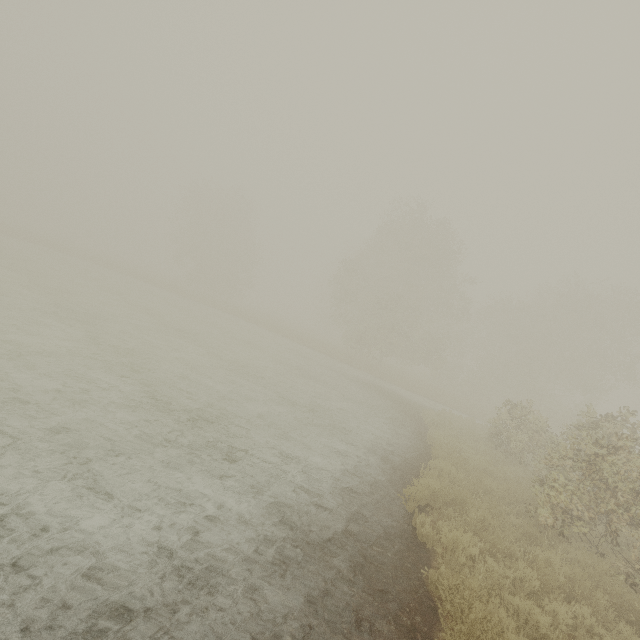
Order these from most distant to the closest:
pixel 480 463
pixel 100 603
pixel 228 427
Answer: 1. pixel 480 463
2. pixel 228 427
3. pixel 100 603
